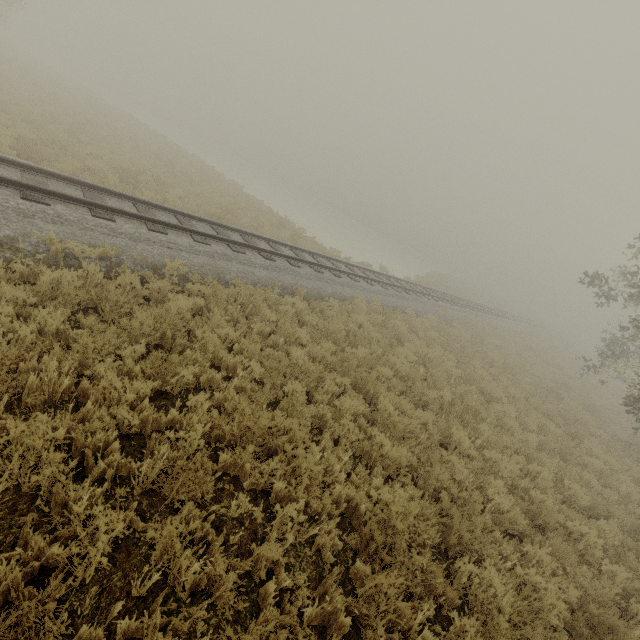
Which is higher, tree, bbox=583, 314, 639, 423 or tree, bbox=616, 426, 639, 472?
tree, bbox=583, 314, 639, 423

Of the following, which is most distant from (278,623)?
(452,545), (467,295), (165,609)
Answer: (467,295)

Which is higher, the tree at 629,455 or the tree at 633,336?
the tree at 633,336
